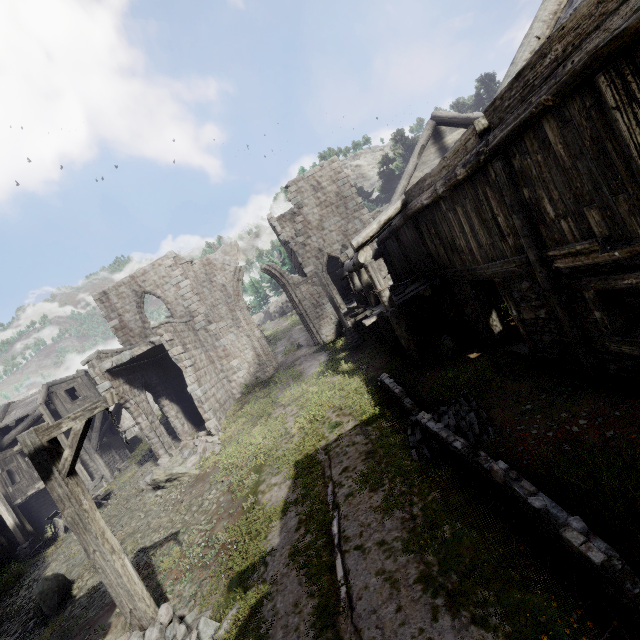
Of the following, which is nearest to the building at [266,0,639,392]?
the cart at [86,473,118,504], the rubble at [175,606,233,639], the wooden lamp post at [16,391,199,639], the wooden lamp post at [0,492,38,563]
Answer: the rubble at [175,606,233,639]

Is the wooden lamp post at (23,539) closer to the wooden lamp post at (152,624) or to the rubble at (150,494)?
the rubble at (150,494)

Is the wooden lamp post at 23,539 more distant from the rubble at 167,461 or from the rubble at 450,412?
the rubble at 450,412

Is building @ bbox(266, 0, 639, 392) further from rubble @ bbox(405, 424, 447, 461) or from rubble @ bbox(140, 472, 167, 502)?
rubble @ bbox(405, 424, 447, 461)

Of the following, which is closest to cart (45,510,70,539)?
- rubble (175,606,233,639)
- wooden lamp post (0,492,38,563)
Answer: wooden lamp post (0,492,38,563)

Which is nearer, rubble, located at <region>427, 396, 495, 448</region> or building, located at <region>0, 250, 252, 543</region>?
rubble, located at <region>427, 396, 495, 448</region>

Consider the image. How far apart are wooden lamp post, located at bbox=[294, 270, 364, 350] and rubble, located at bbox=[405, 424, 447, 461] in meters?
8.7 m

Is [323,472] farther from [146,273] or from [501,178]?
[146,273]
